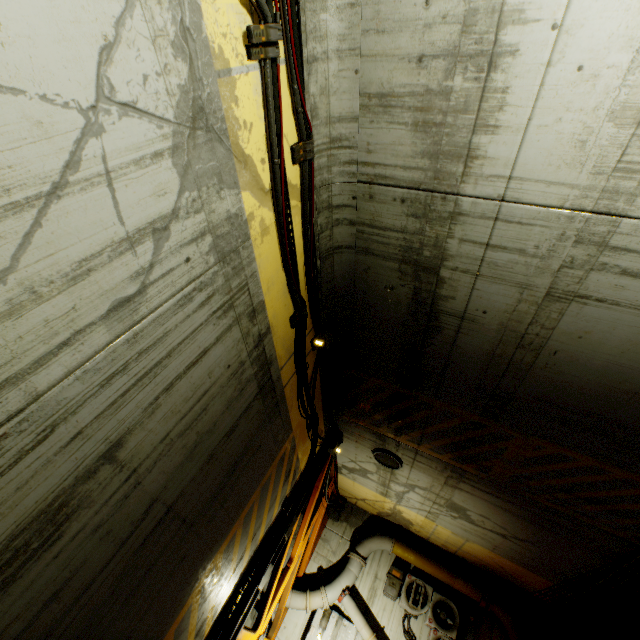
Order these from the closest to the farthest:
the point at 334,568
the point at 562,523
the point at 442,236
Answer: the point at 442,236 < the point at 562,523 < the point at 334,568

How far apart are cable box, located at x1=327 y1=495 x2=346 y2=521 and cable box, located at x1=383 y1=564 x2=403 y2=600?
2.2 meters

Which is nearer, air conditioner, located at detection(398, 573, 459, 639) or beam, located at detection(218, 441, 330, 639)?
beam, located at detection(218, 441, 330, 639)

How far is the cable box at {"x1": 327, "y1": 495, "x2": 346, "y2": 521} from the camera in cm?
1178

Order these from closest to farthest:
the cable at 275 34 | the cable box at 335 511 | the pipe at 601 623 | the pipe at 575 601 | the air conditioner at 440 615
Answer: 1. the cable at 275 34
2. the pipe at 575 601
3. the pipe at 601 623
4. the air conditioner at 440 615
5. the cable box at 335 511

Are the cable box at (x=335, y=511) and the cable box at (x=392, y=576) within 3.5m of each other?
yes

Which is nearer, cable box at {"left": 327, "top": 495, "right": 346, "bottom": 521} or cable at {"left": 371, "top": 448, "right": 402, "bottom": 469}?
cable at {"left": 371, "top": 448, "right": 402, "bottom": 469}

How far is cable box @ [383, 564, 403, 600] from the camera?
10.0 meters
